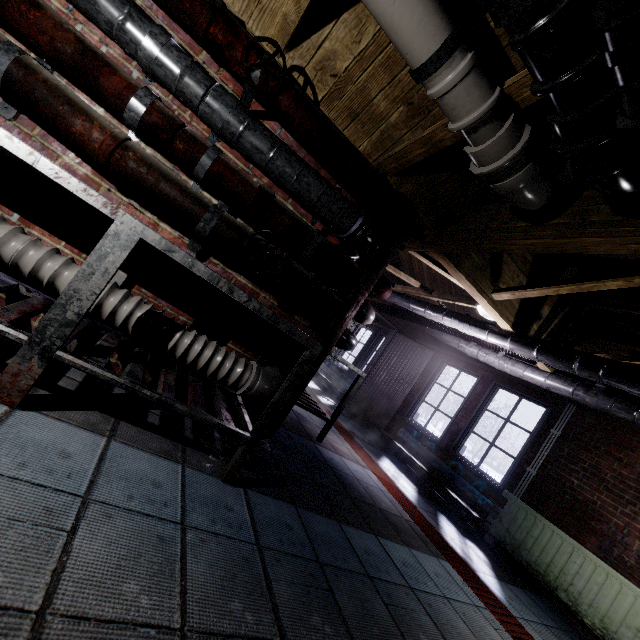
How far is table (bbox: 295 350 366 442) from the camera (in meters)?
3.15

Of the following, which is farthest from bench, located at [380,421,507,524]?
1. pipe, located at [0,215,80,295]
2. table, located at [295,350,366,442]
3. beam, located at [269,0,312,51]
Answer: beam, located at [269,0,312,51]

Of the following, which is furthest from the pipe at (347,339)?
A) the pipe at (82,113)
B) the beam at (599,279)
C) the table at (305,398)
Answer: the beam at (599,279)

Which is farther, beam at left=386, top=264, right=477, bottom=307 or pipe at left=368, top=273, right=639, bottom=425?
beam at left=386, top=264, right=477, bottom=307

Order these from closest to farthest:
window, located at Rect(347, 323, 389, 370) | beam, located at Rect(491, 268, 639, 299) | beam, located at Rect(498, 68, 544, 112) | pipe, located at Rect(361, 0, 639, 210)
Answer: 1. pipe, located at Rect(361, 0, 639, 210)
2. beam, located at Rect(498, 68, 544, 112)
3. beam, located at Rect(491, 268, 639, 299)
4. window, located at Rect(347, 323, 389, 370)

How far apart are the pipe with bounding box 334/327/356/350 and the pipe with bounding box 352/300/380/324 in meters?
0.1

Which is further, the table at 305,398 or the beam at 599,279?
the table at 305,398

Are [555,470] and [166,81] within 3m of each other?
no
